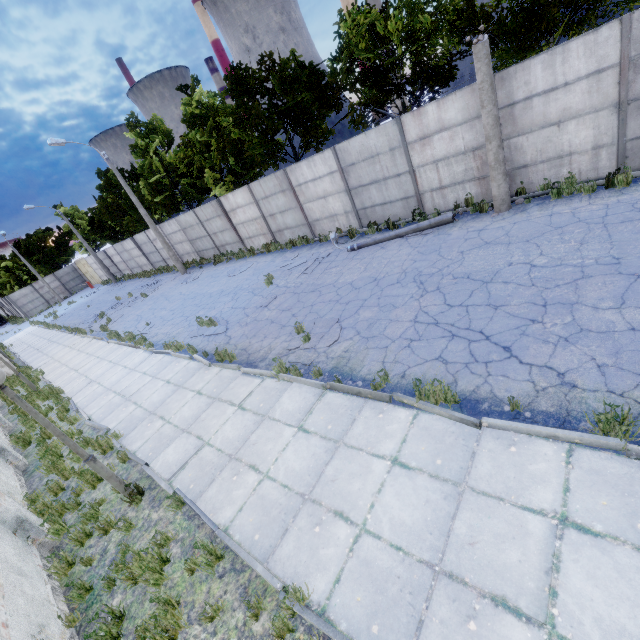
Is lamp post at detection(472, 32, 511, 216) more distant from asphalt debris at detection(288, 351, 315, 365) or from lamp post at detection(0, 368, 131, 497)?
lamp post at detection(0, 368, 131, 497)

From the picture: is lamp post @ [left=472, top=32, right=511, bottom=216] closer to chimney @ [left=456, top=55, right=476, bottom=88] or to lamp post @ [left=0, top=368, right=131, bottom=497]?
lamp post @ [left=0, top=368, right=131, bottom=497]

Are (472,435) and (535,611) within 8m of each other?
yes

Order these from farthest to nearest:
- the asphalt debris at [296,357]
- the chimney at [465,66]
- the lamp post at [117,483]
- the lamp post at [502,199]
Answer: the chimney at [465,66], the lamp post at [502,199], the asphalt debris at [296,357], the lamp post at [117,483]

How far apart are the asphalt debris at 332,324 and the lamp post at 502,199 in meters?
6.5

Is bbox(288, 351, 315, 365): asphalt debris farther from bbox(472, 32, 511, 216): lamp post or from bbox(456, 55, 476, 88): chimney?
bbox(456, 55, 476, 88): chimney

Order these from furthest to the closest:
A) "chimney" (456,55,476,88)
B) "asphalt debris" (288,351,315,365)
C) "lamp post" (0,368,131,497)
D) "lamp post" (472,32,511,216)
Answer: "chimney" (456,55,476,88)
"lamp post" (472,32,511,216)
"asphalt debris" (288,351,315,365)
"lamp post" (0,368,131,497)

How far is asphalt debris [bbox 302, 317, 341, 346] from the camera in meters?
8.1 m
